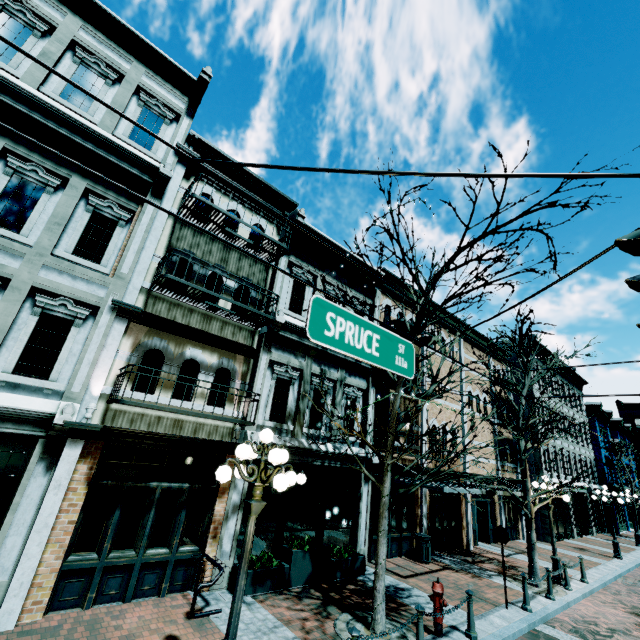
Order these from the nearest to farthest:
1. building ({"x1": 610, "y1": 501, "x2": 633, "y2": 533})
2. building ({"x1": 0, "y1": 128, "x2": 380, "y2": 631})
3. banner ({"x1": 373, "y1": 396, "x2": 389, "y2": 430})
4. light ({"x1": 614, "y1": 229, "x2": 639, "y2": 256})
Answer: light ({"x1": 614, "y1": 229, "x2": 639, "y2": 256}) → building ({"x1": 0, "y1": 128, "x2": 380, "y2": 631}) → banner ({"x1": 373, "y1": 396, "x2": 389, "y2": 430}) → building ({"x1": 610, "y1": 501, "x2": 633, "y2": 533})

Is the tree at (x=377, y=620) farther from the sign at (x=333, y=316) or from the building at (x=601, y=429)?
the building at (x=601, y=429)

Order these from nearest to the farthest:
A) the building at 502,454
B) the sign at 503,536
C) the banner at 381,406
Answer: the sign at 503,536
the banner at 381,406
the building at 502,454

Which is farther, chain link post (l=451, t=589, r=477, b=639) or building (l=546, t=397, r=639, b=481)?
building (l=546, t=397, r=639, b=481)

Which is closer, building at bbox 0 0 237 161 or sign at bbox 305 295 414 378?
sign at bbox 305 295 414 378

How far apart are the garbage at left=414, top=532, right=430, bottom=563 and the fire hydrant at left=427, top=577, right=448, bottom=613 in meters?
5.6

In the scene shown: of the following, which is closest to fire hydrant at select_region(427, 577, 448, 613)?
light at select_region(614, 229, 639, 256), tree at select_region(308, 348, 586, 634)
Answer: tree at select_region(308, 348, 586, 634)

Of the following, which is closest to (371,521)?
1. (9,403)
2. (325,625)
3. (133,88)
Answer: (325,625)
